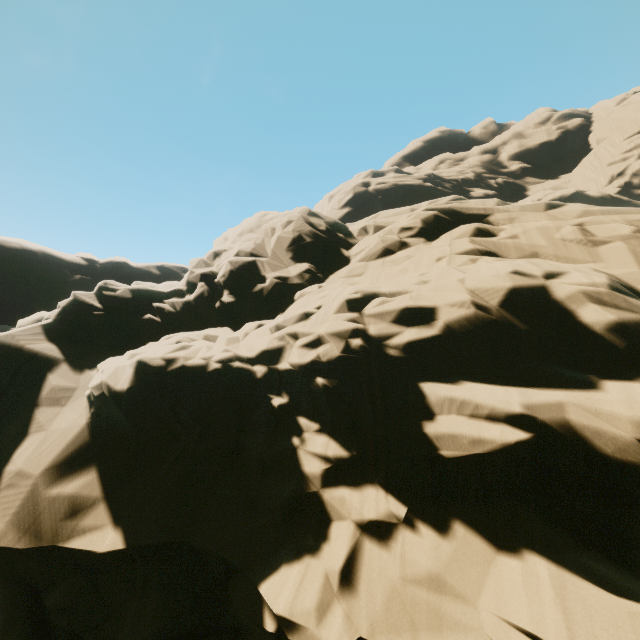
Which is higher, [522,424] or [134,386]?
[134,386]
